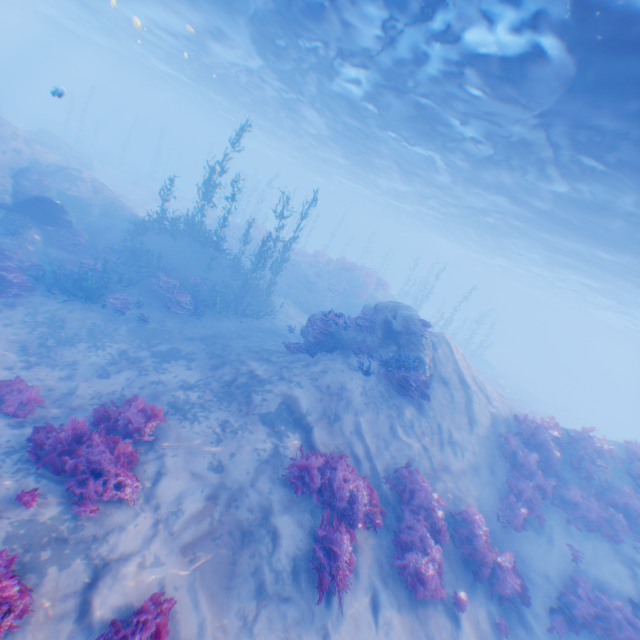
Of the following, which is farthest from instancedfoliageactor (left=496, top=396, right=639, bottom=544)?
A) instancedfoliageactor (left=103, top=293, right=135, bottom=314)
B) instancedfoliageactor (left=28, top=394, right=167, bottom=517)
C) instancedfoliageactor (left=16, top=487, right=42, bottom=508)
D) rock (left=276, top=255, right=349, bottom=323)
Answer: instancedfoliageactor (left=103, top=293, right=135, bottom=314)

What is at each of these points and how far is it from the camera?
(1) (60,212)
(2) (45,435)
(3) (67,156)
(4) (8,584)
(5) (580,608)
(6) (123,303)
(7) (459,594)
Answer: (1) plane, 13.8m
(2) instancedfoliageactor, 6.6m
(3) rock, 28.8m
(4) instancedfoliageactor, 3.7m
(5) instancedfoliageactor, 8.4m
(6) instancedfoliageactor, 13.8m
(7) instancedfoliageactor, 7.6m

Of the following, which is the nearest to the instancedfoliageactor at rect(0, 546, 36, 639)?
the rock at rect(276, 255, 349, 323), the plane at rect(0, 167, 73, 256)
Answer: the plane at rect(0, 167, 73, 256)

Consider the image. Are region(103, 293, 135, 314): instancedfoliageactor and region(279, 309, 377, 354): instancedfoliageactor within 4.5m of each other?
no

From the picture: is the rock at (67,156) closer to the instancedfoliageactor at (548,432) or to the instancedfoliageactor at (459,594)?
the instancedfoliageactor at (459,594)

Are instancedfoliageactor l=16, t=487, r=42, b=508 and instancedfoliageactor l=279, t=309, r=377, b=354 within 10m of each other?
yes

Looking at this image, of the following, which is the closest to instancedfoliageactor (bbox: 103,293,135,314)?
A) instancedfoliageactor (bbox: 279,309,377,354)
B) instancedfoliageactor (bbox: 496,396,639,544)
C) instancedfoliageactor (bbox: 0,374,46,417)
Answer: instancedfoliageactor (bbox: 0,374,46,417)

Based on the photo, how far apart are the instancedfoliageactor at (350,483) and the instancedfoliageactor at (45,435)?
3.0 meters
